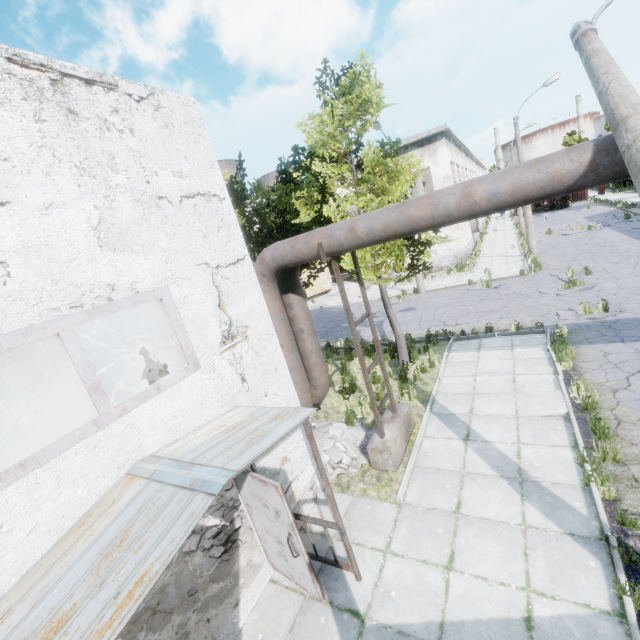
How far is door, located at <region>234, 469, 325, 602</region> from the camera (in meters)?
4.48

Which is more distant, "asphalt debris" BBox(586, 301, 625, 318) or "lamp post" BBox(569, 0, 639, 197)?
"asphalt debris" BBox(586, 301, 625, 318)

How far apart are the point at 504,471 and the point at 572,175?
5.2 meters

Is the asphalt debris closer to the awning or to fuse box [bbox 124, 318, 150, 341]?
the awning

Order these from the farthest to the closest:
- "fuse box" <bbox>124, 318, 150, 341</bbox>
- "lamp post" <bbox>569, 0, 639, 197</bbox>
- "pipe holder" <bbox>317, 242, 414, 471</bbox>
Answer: →
"fuse box" <bbox>124, 318, 150, 341</bbox>
"pipe holder" <bbox>317, 242, 414, 471</bbox>
"lamp post" <bbox>569, 0, 639, 197</bbox>

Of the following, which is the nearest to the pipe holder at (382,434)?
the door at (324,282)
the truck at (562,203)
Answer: the door at (324,282)

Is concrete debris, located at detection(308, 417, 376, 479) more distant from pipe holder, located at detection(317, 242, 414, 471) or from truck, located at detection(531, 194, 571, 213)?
truck, located at detection(531, 194, 571, 213)

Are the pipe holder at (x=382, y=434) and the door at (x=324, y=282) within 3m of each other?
no
